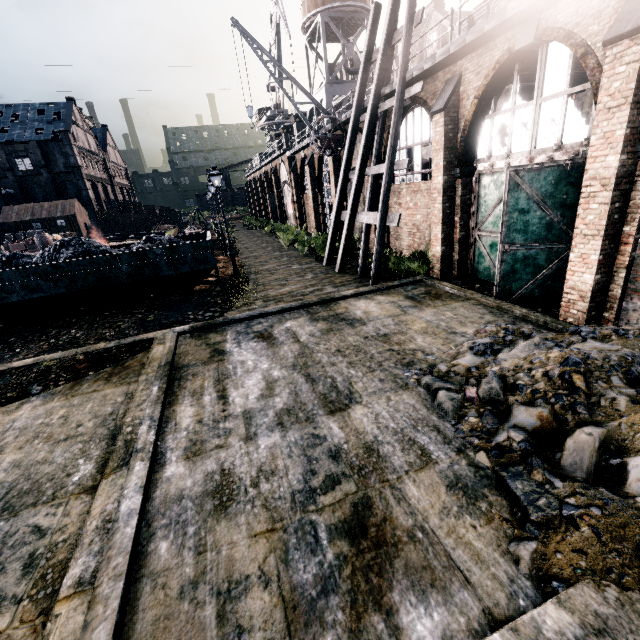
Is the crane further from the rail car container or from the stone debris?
the stone debris

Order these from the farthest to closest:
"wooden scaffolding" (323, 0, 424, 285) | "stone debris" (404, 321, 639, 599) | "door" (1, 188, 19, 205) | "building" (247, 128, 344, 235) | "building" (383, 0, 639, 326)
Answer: "door" (1, 188, 19, 205), "building" (247, 128, 344, 235), "wooden scaffolding" (323, 0, 424, 285), "building" (383, 0, 639, 326), "stone debris" (404, 321, 639, 599)

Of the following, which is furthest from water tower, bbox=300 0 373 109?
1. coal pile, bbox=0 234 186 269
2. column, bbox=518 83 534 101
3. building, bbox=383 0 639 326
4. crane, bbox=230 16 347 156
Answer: coal pile, bbox=0 234 186 269

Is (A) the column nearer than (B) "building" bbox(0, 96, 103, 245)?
Yes

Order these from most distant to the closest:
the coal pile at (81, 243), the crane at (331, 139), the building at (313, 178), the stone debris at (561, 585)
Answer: the building at (313, 178) < the crane at (331, 139) < the coal pile at (81, 243) < the stone debris at (561, 585)

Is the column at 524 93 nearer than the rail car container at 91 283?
No

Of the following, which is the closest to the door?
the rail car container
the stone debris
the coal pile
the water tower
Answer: the water tower

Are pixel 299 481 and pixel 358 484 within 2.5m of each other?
yes
